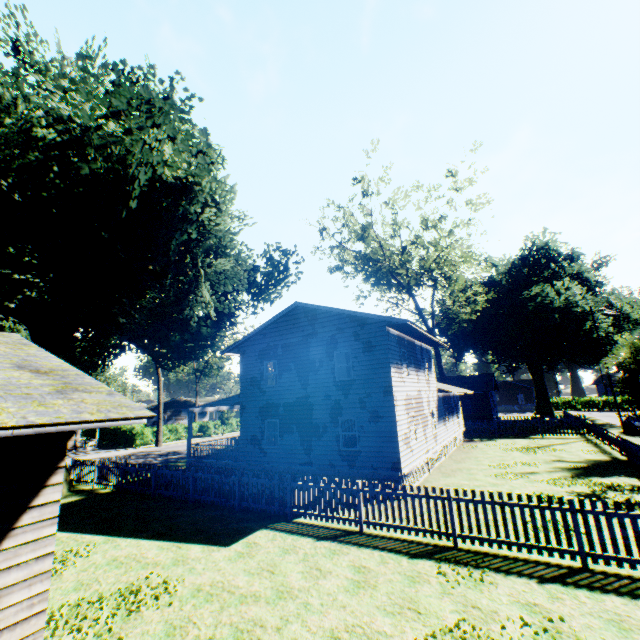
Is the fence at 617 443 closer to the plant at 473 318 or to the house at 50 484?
the plant at 473 318

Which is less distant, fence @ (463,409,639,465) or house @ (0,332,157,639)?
house @ (0,332,157,639)

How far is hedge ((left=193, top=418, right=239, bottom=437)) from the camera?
49.5 meters

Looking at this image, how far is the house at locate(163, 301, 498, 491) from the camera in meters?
15.9

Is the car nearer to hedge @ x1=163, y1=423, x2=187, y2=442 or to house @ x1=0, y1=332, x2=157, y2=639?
house @ x1=0, y1=332, x2=157, y2=639

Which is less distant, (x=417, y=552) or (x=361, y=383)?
(x=417, y=552)

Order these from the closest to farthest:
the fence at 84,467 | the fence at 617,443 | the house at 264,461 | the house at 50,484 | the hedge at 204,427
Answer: the house at 50,484 < the fence at 84,467 < the house at 264,461 < the fence at 617,443 < the hedge at 204,427
